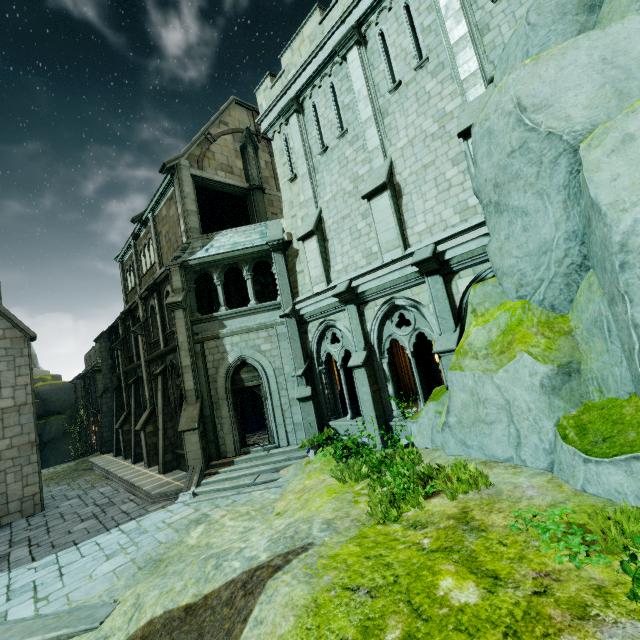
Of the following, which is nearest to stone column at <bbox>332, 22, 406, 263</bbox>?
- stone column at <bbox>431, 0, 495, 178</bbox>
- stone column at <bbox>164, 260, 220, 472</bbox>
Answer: stone column at <bbox>431, 0, 495, 178</bbox>

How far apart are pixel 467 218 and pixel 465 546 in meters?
7.4

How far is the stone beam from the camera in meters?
16.7 m

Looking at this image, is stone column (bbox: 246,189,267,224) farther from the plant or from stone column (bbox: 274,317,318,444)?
the plant

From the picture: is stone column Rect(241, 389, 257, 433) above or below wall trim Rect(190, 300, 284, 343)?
below

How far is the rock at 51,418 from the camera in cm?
3909

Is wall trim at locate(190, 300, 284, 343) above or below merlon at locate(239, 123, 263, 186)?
below

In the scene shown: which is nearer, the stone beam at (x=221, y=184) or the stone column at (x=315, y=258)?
the stone column at (x=315, y=258)
